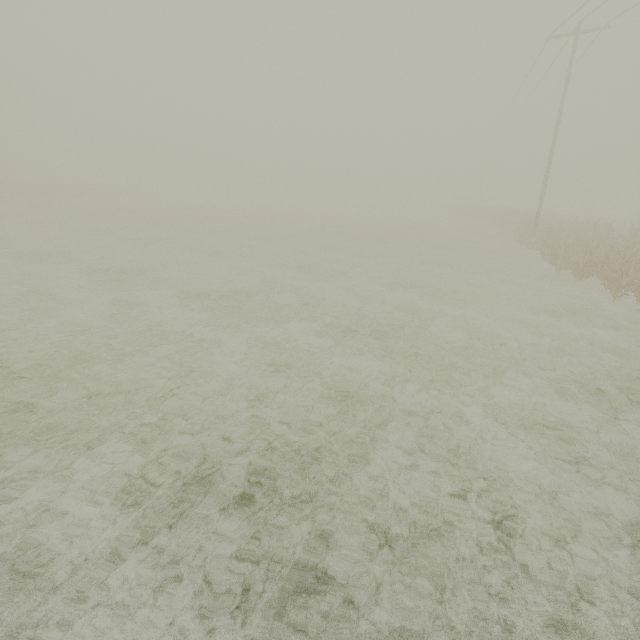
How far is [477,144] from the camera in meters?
58.2
